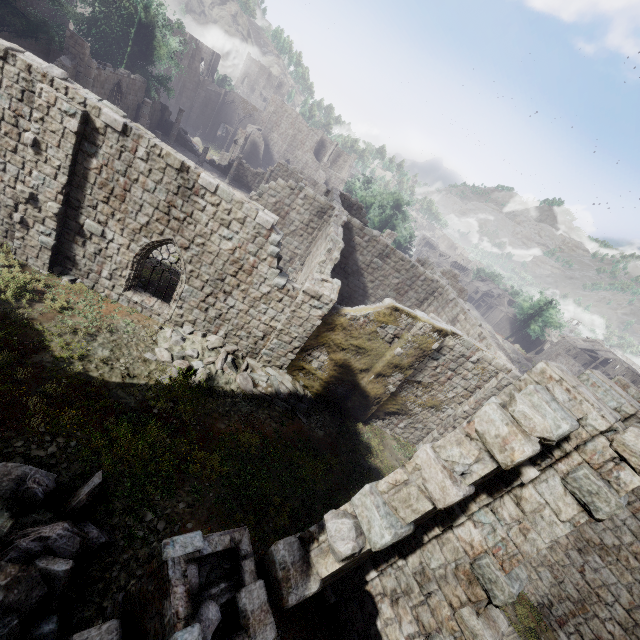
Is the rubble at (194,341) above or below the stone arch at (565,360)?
below

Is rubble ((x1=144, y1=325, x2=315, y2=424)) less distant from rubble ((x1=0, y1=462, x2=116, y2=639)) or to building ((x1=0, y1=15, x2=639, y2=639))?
building ((x1=0, y1=15, x2=639, y2=639))

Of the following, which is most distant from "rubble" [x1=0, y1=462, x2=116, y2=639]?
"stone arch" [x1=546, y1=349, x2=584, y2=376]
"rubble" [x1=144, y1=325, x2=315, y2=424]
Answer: "stone arch" [x1=546, y1=349, x2=584, y2=376]

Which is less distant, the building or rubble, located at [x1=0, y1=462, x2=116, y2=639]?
the building

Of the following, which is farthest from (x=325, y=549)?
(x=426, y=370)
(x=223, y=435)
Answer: (x=426, y=370)

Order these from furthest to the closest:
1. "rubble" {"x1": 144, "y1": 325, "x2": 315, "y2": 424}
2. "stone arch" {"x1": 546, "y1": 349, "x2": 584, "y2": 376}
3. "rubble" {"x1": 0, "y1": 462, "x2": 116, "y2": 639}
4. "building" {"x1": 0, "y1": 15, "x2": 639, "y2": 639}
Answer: "stone arch" {"x1": 546, "y1": 349, "x2": 584, "y2": 376}
"rubble" {"x1": 144, "y1": 325, "x2": 315, "y2": 424}
"rubble" {"x1": 0, "y1": 462, "x2": 116, "y2": 639}
"building" {"x1": 0, "y1": 15, "x2": 639, "y2": 639}

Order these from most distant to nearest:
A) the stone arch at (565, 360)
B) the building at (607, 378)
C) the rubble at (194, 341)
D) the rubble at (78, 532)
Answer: the stone arch at (565, 360) < the rubble at (194, 341) < the rubble at (78, 532) < the building at (607, 378)

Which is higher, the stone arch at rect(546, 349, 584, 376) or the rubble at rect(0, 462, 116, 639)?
the stone arch at rect(546, 349, 584, 376)
